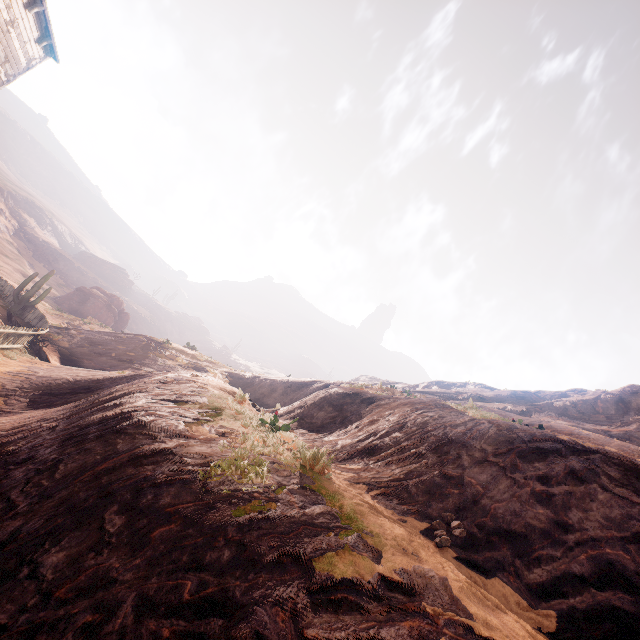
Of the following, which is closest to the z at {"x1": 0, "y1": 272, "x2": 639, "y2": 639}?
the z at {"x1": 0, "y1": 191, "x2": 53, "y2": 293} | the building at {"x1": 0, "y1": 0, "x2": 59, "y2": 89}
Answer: the building at {"x1": 0, "y1": 0, "x2": 59, "y2": 89}

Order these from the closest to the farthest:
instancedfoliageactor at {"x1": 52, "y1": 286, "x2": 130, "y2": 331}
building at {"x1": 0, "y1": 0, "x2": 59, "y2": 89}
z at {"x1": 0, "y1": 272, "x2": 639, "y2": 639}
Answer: z at {"x1": 0, "y1": 272, "x2": 639, "y2": 639} < building at {"x1": 0, "y1": 0, "x2": 59, "y2": 89} < instancedfoliageactor at {"x1": 52, "y1": 286, "x2": 130, "y2": 331}

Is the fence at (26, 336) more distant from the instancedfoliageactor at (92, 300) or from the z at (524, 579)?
the instancedfoliageactor at (92, 300)

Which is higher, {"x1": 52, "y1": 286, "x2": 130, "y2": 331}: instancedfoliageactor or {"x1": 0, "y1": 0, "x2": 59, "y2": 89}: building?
{"x1": 0, "y1": 0, "x2": 59, "y2": 89}: building

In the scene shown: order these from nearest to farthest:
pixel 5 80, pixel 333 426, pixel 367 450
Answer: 1. pixel 367 450
2. pixel 333 426
3. pixel 5 80

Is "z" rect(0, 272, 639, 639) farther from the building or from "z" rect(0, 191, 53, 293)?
"z" rect(0, 191, 53, 293)

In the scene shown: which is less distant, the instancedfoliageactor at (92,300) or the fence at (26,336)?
the fence at (26,336)

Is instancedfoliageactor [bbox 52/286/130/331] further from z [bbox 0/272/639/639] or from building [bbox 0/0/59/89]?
building [bbox 0/0/59/89]
